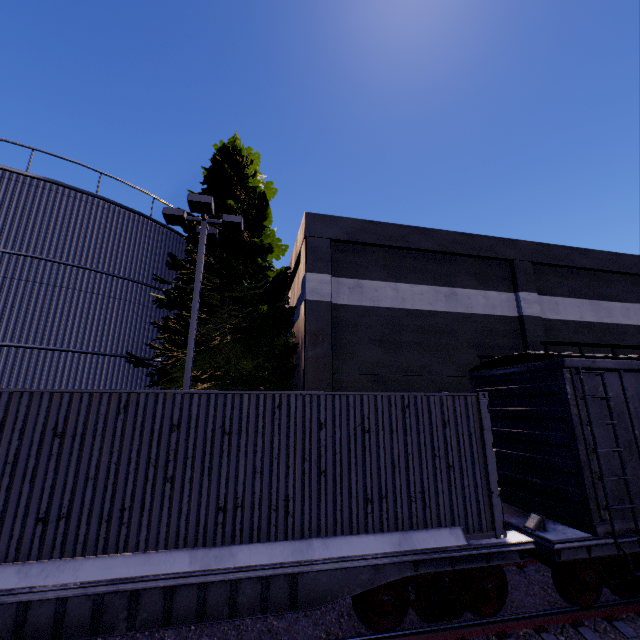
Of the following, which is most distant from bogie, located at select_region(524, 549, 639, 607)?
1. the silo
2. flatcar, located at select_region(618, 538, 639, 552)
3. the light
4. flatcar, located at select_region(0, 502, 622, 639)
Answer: the light

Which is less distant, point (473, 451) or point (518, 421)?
point (473, 451)

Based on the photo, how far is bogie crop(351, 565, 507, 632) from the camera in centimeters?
534cm

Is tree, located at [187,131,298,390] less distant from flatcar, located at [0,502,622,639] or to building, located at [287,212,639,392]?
building, located at [287,212,639,392]

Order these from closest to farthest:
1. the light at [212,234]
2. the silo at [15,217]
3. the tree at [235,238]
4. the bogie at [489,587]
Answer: the bogie at [489,587] < the light at [212,234] < the silo at [15,217] < the tree at [235,238]

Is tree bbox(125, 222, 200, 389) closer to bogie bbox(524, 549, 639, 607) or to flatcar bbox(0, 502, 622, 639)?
flatcar bbox(0, 502, 622, 639)

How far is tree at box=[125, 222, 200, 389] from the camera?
10.6m

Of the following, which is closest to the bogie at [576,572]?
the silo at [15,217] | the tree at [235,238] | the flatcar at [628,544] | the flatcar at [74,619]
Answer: the flatcar at [628,544]
